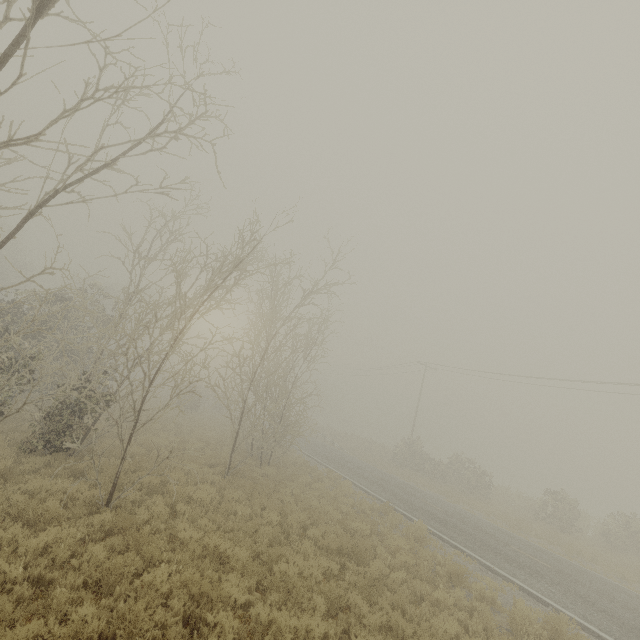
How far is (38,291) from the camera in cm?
1576
